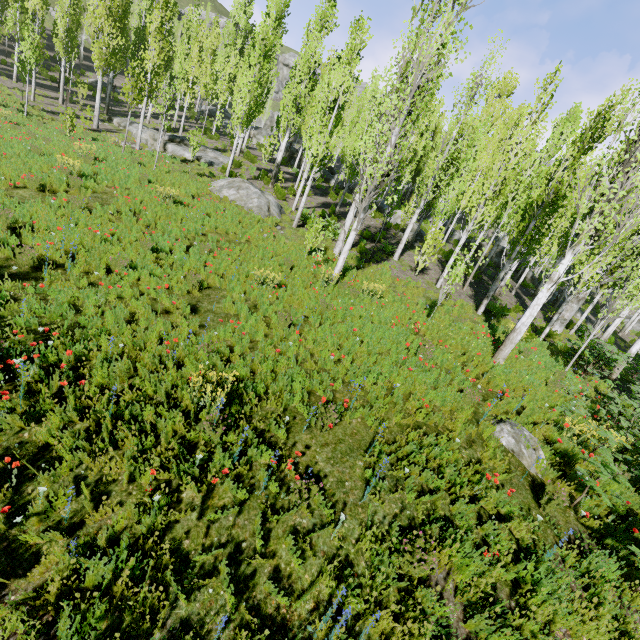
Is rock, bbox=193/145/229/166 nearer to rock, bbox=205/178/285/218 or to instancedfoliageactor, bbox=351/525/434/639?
instancedfoliageactor, bbox=351/525/434/639

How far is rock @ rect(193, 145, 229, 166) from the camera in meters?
20.7

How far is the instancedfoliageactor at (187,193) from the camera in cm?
1336

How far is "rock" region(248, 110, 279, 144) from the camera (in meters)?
39.09

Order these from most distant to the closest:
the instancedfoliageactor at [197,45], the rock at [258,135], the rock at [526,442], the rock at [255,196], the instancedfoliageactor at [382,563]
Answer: the rock at [258,135] < the rock at [255,196] < the instancedfoliageactor at [197,45] < the rock at [526,442] < the instancedfoliageactor at [382,563]

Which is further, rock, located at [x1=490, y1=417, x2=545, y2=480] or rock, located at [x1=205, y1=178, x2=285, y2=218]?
rock, located at [x1=205, y1=178, x2=285, y2=218]

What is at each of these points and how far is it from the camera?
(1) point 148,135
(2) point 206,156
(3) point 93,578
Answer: (1) rock, 21.6m
(2) rock, 22.0m
(3) instancedfoliageactor, 3.2m
